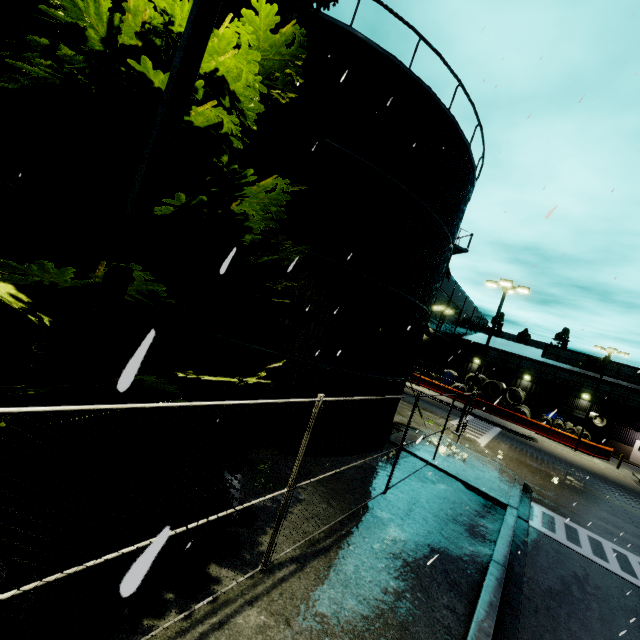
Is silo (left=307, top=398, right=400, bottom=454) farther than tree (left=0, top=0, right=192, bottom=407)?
Yes

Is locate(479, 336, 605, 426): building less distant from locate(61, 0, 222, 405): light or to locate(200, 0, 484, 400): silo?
locate(200, 0, 484, 400): silo

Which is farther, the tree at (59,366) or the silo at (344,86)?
the silo at (344,86)

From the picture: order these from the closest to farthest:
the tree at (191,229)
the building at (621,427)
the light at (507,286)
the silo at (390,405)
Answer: the tree at (191,229), the silo at (390,405), the light at (507,286), the building at (621,427)

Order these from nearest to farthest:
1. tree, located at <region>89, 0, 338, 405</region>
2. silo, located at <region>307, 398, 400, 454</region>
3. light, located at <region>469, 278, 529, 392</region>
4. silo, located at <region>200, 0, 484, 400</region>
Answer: tree, located at <region>89, 0, 338, 405</region> → silo, located at <region>200, 0, 484, 400</region> → silo, located at <region>307, 398, 400, 454</region> → light, located at <region>469, 278, 529, 392</region>

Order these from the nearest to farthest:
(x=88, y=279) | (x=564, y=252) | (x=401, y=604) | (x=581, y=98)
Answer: (x=88, y=279) < (x=401, y=604) < (x=581, y=98) < (x=564, y=252)
